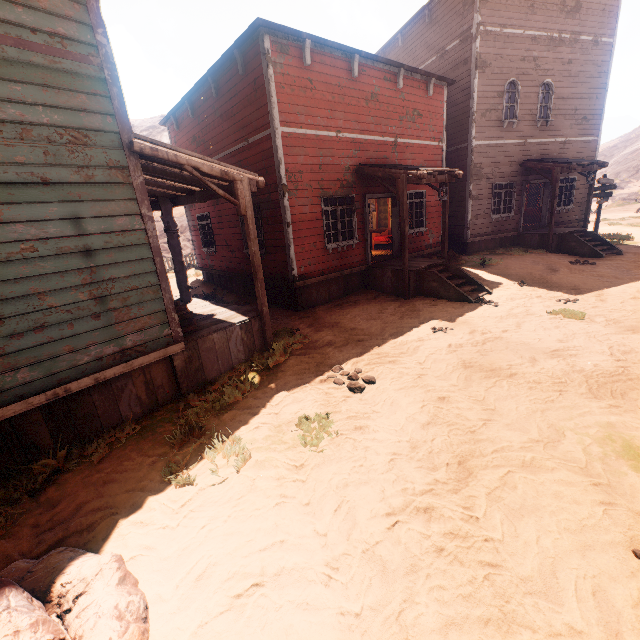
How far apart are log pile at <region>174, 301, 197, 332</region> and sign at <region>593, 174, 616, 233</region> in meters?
21.1 m

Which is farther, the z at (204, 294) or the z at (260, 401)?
the z at (204, 294)

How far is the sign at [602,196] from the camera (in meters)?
16.70

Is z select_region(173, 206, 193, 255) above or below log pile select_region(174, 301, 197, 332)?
above

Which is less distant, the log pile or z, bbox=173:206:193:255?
the log pile

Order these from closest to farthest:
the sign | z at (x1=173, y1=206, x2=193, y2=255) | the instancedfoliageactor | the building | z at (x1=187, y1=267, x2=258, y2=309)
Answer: the instancedfoliageactor
the building
z at (x1=187, y1=267, x2=258, y2=309)
the sign
z at (x1=173, y1=206, x2=193, y2=255)

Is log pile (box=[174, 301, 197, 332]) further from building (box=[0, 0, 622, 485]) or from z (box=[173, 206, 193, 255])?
z (box=[173, 206, 193, 255])

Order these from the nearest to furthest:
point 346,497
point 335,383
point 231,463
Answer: point 346,497 < point 231,463 < point 335,383
